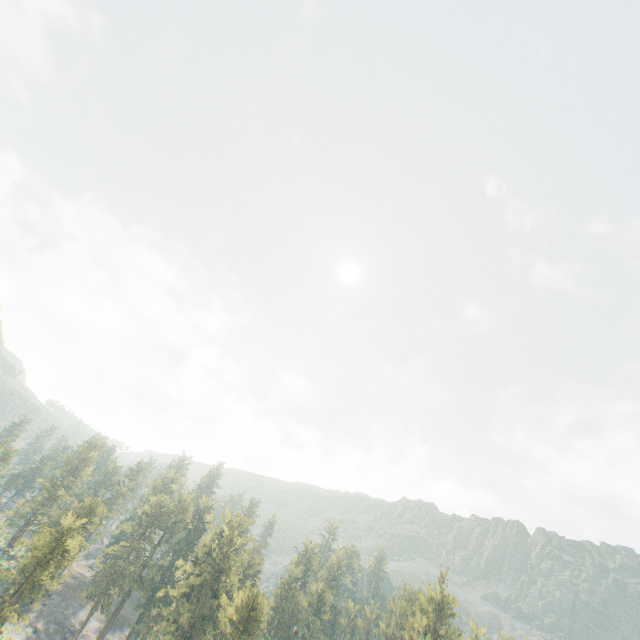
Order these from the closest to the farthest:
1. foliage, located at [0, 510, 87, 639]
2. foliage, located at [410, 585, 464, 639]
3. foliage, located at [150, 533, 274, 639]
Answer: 1. foliage, located at [0, 510, 87, 639]
2. foliage, located at [150, 533, 274, 639]
3. foliage, located at [410, 585, 464, 639]

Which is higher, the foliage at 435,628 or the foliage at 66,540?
the foliage at 435,628

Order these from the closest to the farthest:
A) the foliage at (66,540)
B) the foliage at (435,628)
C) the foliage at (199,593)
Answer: the foliage at (66,540) < the foliage at (199,593) < the foliage at (435,628)

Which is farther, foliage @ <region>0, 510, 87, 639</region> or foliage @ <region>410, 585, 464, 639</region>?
foliage @ <region>410, 585, 464, 639</region>

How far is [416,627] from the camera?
57.59m

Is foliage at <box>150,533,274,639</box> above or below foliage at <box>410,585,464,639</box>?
below
